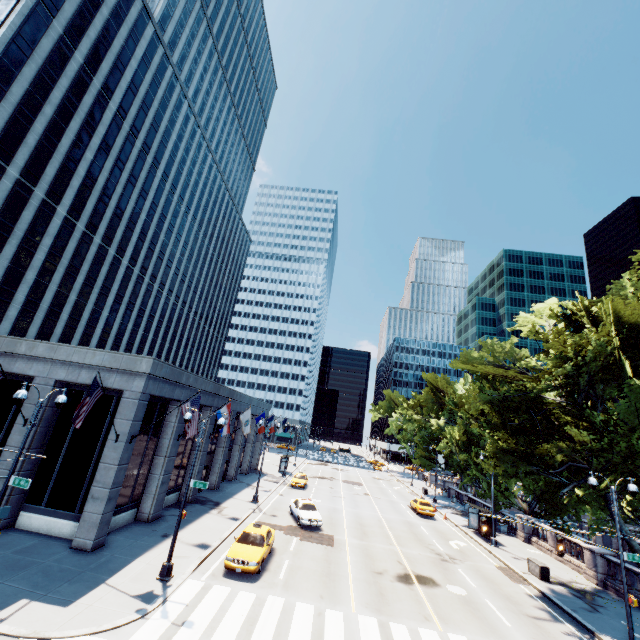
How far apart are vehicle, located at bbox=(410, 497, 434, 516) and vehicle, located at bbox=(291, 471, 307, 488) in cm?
1303

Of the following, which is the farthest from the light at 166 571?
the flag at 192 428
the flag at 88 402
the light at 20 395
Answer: the light at 20 395

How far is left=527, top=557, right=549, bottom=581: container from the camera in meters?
21.6 m

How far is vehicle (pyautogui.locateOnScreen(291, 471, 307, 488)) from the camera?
40.1m

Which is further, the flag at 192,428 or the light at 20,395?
the flag at 192,428

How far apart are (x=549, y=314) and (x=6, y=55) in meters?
55.5

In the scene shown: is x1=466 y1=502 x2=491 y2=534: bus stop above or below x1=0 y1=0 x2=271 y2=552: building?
below

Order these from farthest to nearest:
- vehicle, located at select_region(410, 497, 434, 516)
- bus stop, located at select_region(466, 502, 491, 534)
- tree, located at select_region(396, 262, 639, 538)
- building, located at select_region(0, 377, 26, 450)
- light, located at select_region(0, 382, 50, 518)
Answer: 1. vehicle, located at select_region(410, 497, 434, 516)
2. bus stop, located at select_region(466, 502, 491, 534)
3. tree, located at select_region(396, 262, 639, 538)
4. building, located at select_region(0, 377, 26, 450)
5. light, located at select_region(0, 382, 50, 518)
